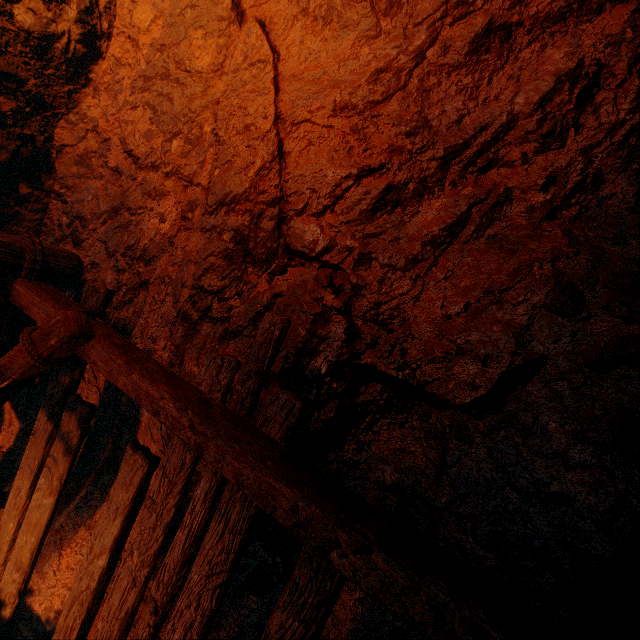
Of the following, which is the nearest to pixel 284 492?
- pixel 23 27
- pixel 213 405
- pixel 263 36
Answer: pixel 213 405
